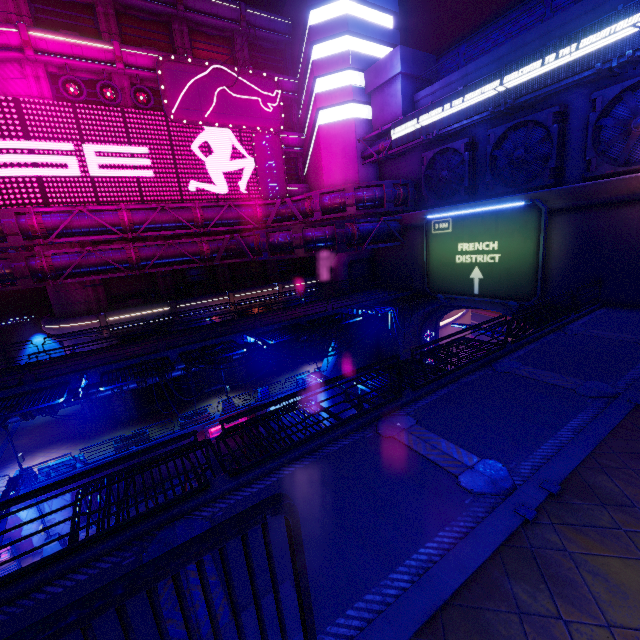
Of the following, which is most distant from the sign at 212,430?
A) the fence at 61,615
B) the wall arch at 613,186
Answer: the fence at 61,615

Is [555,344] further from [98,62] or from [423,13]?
[423,13]

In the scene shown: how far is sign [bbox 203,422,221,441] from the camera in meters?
24.6

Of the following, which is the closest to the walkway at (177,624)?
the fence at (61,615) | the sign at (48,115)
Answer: the fence at (61,615)

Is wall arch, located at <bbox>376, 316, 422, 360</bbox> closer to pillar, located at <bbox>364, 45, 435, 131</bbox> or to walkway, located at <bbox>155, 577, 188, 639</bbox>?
walkway, located at <bbox>155, 577, 188, 639</bbox>

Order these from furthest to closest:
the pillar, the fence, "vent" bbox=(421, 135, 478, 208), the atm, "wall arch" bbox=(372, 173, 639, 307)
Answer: the pillar < "vent" bbox=(421, 135, 478, 208) < the atm < "wall arch" bbox=(372, 173, 639, 307) < the fence

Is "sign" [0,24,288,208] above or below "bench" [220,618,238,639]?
above

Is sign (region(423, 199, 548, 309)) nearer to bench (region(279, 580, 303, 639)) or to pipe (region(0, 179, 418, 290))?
pipe (region(0, 179, 418, 290))
